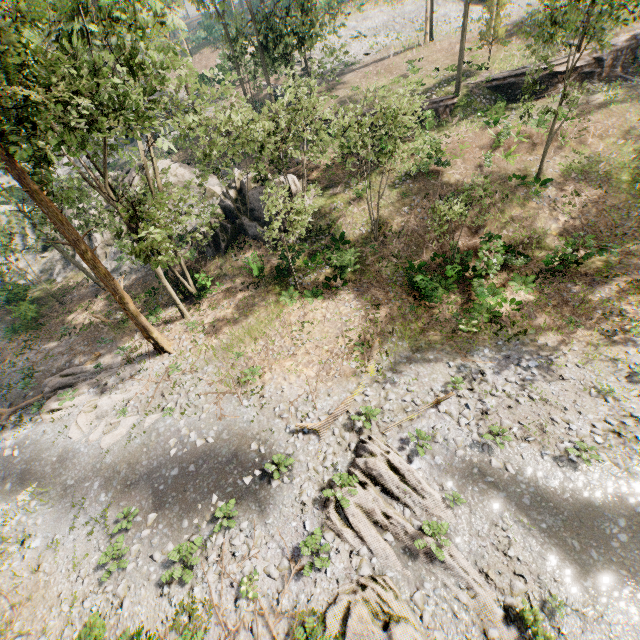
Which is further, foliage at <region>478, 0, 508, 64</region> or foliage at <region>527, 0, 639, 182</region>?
foliage at <region>478, 0, 508, 64</region>

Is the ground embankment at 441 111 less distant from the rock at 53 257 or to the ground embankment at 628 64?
the rock at 53 257

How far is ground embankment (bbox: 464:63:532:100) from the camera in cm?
2723

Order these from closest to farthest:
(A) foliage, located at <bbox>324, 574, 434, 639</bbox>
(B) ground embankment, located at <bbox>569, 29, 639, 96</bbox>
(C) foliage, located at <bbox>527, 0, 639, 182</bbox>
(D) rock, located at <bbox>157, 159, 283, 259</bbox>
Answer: (A) foliage, located at <bbox>324, 574, 434, 639</bbox> < (C) foliage, located at <bbox>527, 0, 639, 182</bbox> < (D) rock, located at <bbox>157, 159, 283, 259</bbox> < (B) ground embankment, located at <bbox>569, 29, 639, 96</bbox>

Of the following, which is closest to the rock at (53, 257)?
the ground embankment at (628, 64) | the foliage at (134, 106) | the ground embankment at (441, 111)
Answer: the ground embankment at (441, 111)

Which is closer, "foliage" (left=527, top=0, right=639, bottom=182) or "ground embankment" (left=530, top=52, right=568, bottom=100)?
"foliage" (left=527, top=0, right=639, bottom=182)

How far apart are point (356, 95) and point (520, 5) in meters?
26.3

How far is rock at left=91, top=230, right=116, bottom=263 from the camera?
30.2m
